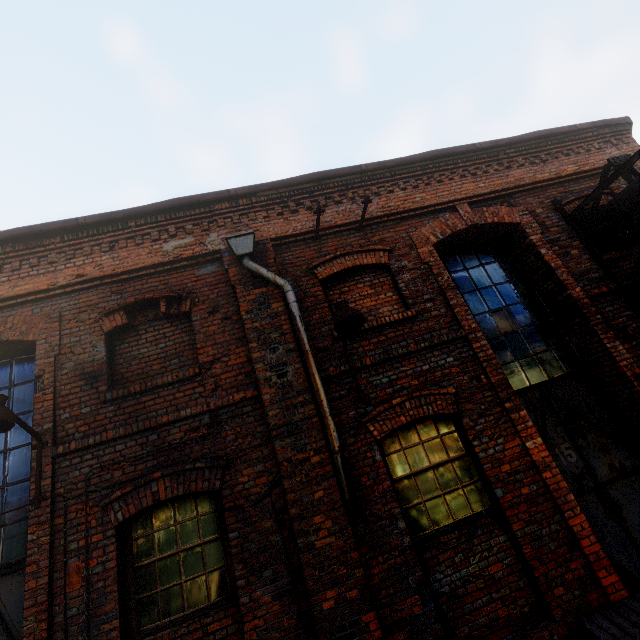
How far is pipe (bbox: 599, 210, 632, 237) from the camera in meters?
5.6 m

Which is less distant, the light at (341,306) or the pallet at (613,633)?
the pallet at (613,633)

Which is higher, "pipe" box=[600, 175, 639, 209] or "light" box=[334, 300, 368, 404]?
"pipe" box=[600, 175, 639, 209]

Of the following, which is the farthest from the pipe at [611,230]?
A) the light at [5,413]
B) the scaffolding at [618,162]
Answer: the light at [5,413]

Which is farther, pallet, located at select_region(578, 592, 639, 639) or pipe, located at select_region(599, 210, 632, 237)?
pipe, located at select_region(599, 210, 632, 237)

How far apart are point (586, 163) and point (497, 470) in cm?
675

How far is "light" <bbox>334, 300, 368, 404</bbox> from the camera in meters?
4.1 m

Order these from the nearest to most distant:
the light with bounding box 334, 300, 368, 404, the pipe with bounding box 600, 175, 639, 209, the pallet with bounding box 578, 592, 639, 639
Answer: the pallet with bounding box 578, 592, 639, 639
the light with bounding box 334, 300, 368, 404
the pipe with bounding box 600, 175, 639, 209
